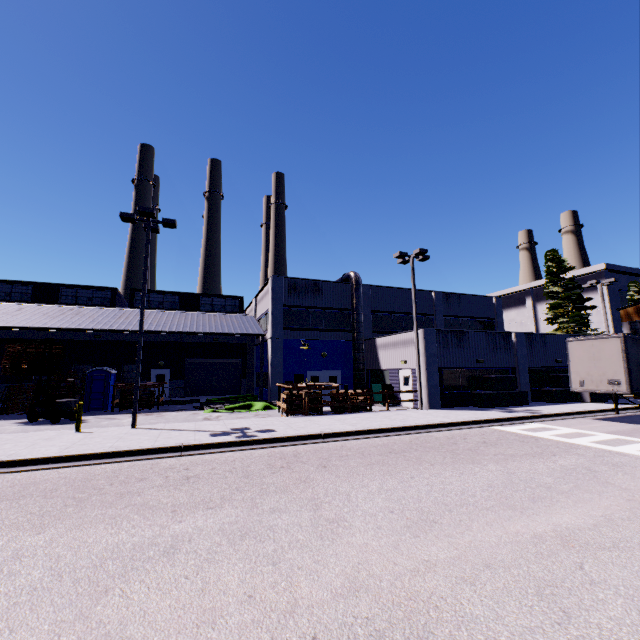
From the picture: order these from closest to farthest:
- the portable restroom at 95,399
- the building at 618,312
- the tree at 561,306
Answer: the portable restroom at 95,399 < the building at 618,312 < the tree at 561,306

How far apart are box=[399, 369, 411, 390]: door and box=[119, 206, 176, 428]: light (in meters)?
15.95

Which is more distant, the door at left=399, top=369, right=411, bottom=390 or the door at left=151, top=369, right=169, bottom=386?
the door at left=151, top=369, right=169, bottom=386

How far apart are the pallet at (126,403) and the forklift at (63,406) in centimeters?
393cm

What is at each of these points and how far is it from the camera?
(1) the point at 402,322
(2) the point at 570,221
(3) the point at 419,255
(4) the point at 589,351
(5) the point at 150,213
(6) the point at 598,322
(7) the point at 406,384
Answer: (1) building, 29.8m
(2) smokestack, 52.4m
(3) light, 20.6m
(4) semi trailer, 16.5m
(5) light, 14.8m
(6) building, 42.6m
(7) door, 22.1m

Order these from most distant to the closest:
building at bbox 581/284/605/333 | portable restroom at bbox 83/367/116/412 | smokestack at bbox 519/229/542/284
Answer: smokestack at bbox 519/229/542/284
building at bbox 581/284/605/333
portable restroom at bbox 83/367/116/412

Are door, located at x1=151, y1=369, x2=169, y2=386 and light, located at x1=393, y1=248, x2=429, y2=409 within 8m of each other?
no

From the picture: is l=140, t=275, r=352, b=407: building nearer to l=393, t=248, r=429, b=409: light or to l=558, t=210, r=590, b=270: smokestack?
l=393, t=248, r=429, b=409: light
